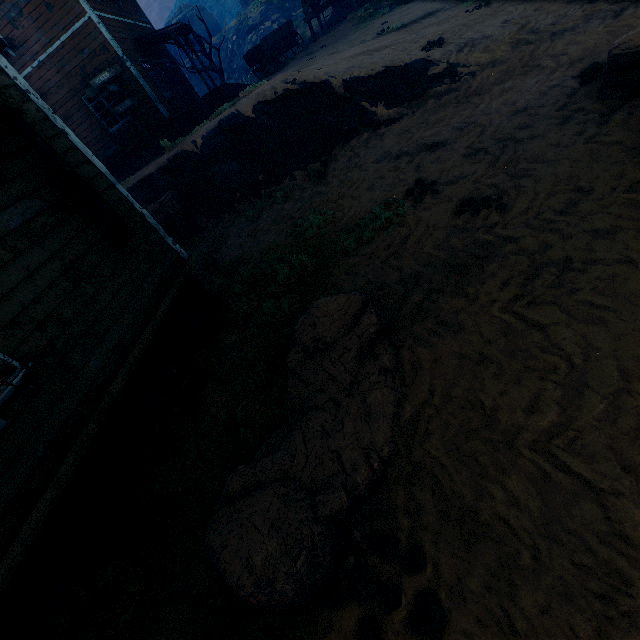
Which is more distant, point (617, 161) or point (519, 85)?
point (519, 85)

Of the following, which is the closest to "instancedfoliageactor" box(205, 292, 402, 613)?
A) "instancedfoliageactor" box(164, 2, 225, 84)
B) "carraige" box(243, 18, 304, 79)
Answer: "carraige" box(243, 18, 304, 79)

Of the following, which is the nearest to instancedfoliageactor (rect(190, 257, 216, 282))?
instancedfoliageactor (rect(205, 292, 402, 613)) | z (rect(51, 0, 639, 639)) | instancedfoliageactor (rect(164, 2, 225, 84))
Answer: z (rect(51, 0, 639, 639))

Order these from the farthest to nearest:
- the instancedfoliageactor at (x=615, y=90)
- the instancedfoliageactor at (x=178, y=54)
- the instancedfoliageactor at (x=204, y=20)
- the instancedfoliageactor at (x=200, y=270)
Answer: the instancedfoliageactor at (x=178, y=54) → the instancedfoliageactor at (x=204, y=20) → the instancedfoliageactor at (x=200, y=270) → the instancedfoliageactor at (x=615, y=90)

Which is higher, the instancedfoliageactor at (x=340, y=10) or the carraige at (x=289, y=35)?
the carraige at (x=289, y=35)

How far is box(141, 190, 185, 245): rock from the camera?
10.73m

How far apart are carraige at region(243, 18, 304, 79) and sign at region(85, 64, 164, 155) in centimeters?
821cm

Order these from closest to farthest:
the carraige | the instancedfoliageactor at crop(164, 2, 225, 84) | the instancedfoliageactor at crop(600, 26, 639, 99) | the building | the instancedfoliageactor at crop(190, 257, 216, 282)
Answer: the building
the instancedfoliageactor at crop(600, 26, 639, 99)
the instancedfoliageactor at crop(190, 257, 216, 282)
the carraige
the instancedfoliageactor at crop(164, 2, 225, 84)
